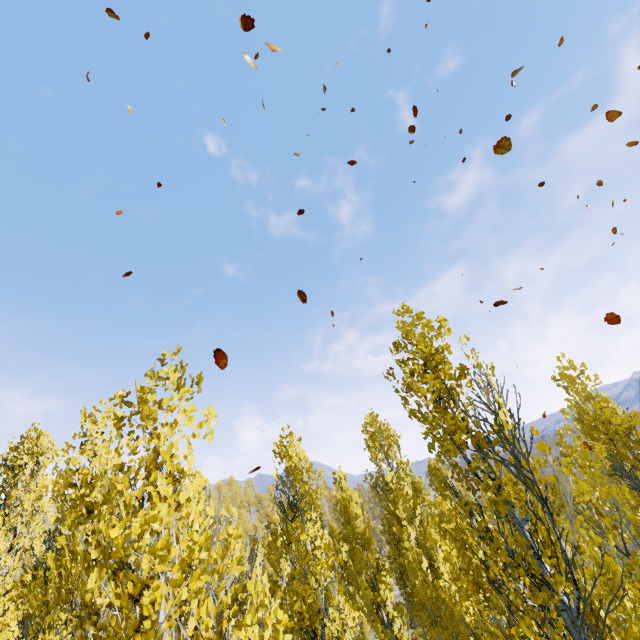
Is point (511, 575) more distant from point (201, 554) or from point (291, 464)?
point (291, 464)
